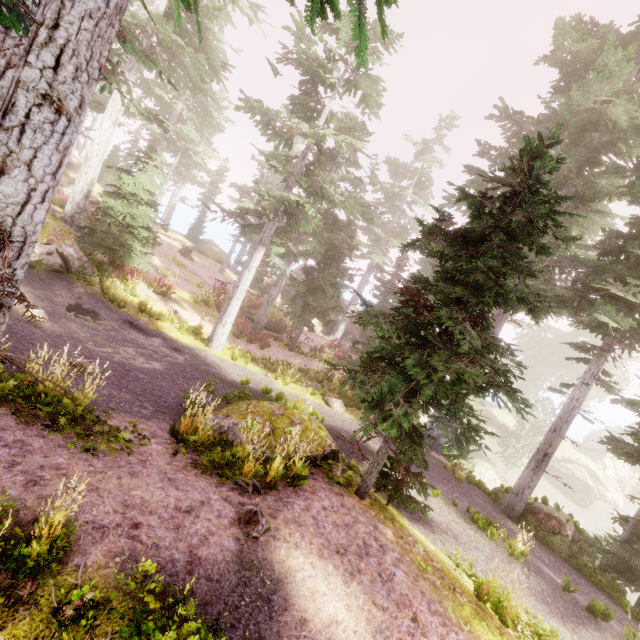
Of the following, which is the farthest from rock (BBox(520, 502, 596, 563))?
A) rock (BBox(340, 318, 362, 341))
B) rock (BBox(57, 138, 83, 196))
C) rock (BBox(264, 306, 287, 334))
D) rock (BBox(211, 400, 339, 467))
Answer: rock (BBox(57, 138, 83, 196))

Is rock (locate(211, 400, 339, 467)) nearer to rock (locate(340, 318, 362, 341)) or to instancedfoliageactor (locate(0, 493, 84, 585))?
instancedfoliageactor (locate(0, 493, 84, 585))

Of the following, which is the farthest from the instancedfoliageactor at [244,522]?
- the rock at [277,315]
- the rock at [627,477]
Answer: the rock at [277,315]

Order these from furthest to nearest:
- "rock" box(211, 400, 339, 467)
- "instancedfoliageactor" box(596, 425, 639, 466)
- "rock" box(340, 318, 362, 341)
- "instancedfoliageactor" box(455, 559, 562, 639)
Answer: "rock" box(340, 318, 362, 341)
"rock" box(211, 400, 339, 467)
"instancedfoliageactor" box(455, 559, 562, 639)
"instancedfoliageactor" box(596, 425, 639, 466)

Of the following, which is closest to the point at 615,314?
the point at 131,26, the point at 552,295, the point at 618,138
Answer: the point at 552,295

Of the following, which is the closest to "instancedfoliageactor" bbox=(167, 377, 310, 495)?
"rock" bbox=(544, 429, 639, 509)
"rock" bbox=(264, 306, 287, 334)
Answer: "rock" bbox=(544, 429, 639, 509)

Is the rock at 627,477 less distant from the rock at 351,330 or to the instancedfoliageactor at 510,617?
the instancedfoliageactor at 510,617

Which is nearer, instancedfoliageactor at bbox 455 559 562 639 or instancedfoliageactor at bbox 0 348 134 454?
instancedfoliageactor at bbox 0 348 134 454
